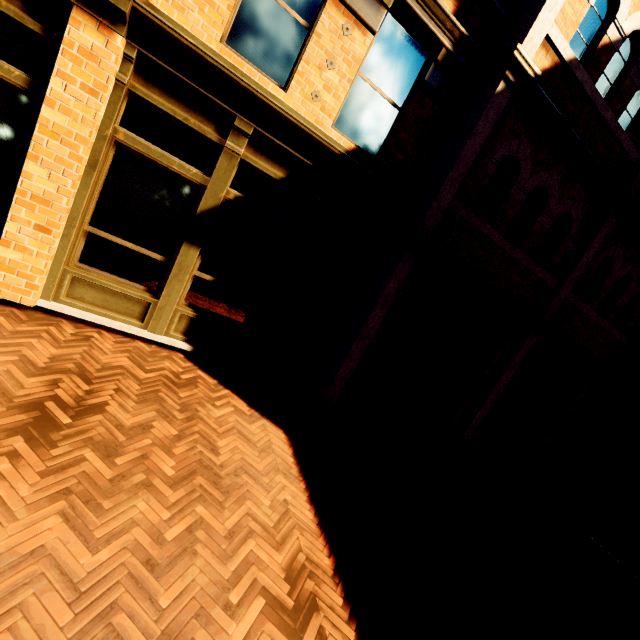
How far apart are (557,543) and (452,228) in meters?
5.9
